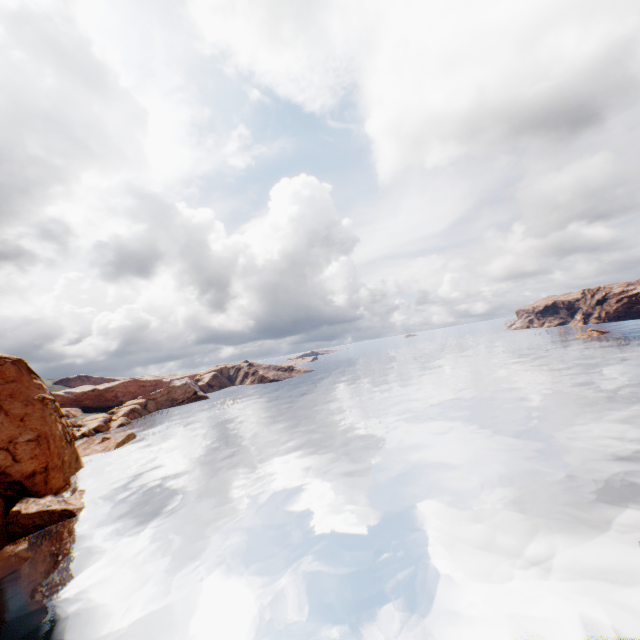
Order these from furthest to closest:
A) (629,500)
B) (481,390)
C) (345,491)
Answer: (481,390) → (345,491) → (629,500)
